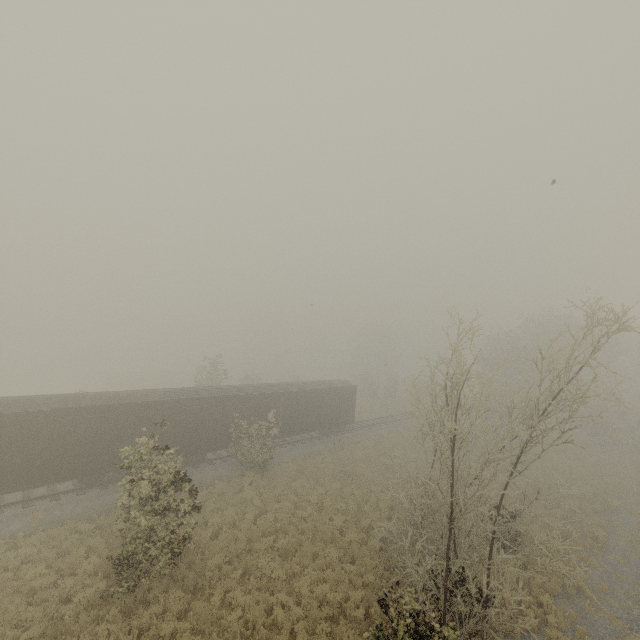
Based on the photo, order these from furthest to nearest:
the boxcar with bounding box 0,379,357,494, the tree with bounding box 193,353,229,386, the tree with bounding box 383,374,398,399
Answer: the tree with bounding box 383,374,398,399 < the tree with bounding box 193,353,229,386 < the boxcar with bounding box 0,379,357,494

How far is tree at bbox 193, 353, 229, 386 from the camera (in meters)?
33.69

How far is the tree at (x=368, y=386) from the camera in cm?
5216

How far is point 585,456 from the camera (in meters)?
31.41

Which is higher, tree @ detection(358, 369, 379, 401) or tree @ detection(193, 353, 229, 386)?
tree @ detection(193, 353, 229, 386)

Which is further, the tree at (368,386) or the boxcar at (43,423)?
the tree at (368,386)

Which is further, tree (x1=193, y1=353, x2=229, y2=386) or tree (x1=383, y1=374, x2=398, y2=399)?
tree (x1=383, y1=374, x2=398, y2=399)
